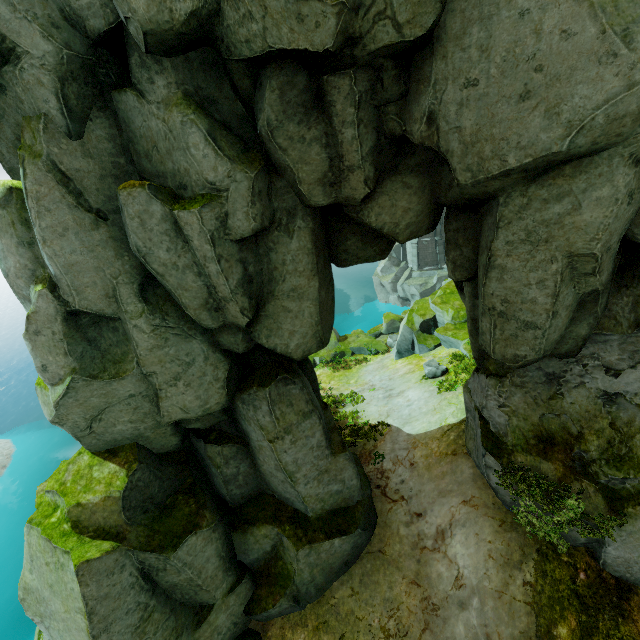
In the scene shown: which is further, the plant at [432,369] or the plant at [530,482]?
the plant at [432,369]

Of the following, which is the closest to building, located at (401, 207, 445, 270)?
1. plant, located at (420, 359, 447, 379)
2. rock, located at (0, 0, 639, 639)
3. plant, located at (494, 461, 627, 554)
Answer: rock, located at (0, 0, 639, 639)

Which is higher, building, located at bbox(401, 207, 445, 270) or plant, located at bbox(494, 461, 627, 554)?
plant, located at bbox(494, 461, 627, 554)

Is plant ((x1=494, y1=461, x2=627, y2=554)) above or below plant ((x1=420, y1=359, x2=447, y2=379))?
above

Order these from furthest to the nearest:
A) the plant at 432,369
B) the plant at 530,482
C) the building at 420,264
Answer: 1. the building at 420,264
2. the plant at 432,369
3. the plant at 530,482

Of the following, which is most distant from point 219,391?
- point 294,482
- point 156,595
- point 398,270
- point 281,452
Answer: point 398,270

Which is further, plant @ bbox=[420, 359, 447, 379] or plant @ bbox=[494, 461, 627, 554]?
plant @ bbox=[420, 359, 447, 379]
